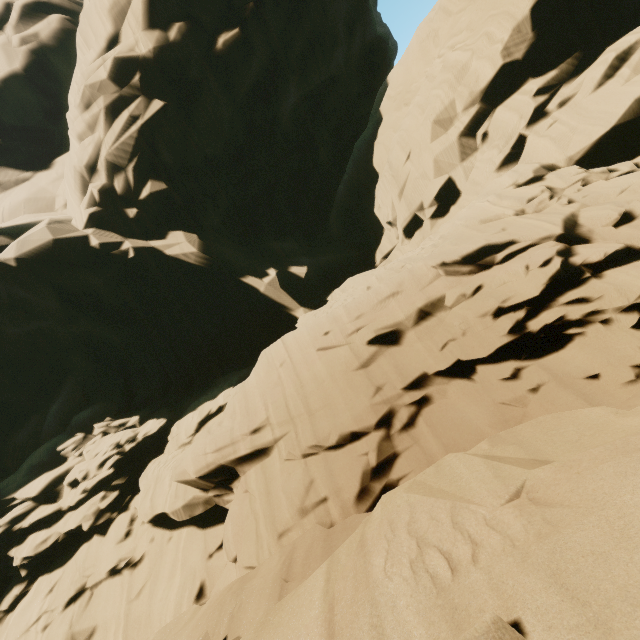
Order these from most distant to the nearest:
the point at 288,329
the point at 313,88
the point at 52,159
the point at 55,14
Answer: the point at 55,14
the point at 52,159
the point at 313,88
the point at 288,329
